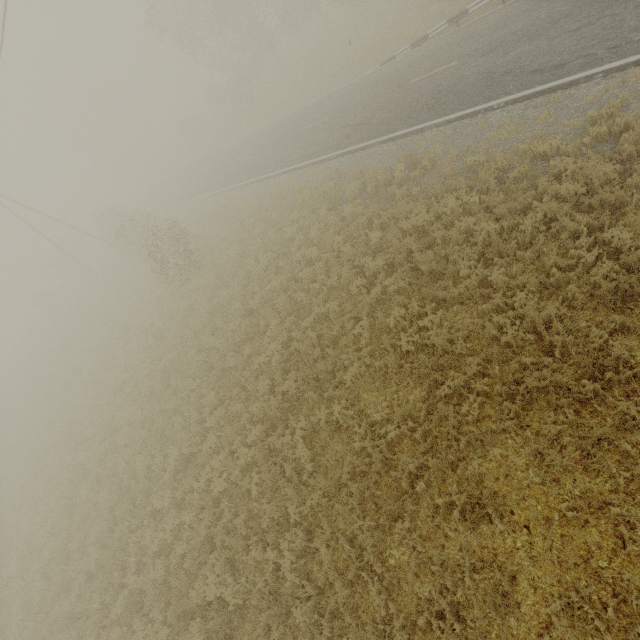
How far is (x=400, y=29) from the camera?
18.9m
